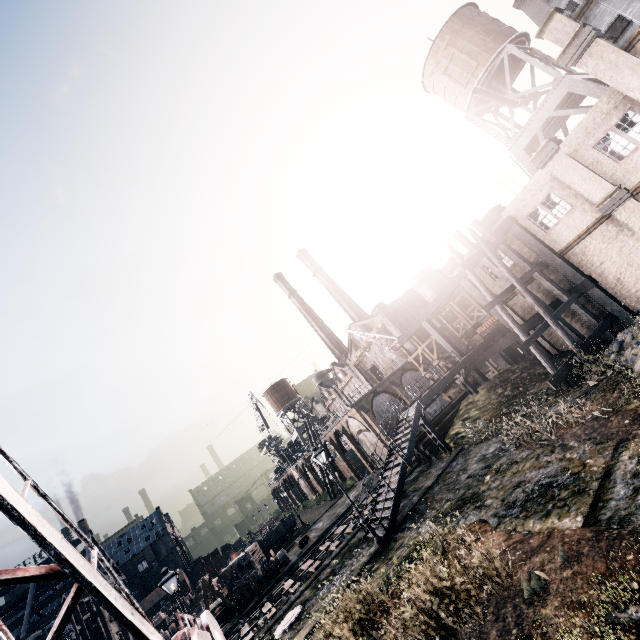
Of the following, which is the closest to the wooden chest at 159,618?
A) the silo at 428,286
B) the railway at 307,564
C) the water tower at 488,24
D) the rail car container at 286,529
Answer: the rail car container at 286,529

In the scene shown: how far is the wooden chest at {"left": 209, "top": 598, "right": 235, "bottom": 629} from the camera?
29.1m

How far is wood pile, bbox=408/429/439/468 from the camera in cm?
2367

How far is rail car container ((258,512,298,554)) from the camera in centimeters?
4270cm

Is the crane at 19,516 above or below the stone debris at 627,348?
above

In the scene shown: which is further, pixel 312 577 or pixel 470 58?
pixel 470 58

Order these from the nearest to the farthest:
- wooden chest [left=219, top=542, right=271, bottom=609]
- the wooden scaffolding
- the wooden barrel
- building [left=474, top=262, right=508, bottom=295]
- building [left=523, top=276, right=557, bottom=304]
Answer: building [left=523, top=276, right=557, bottom=304], building [left=474, top=262, right=508, bottom=295], wooden chest [left=219, top=542, right=271, bottom=609], the wooden barrel, the wooden scaffolding

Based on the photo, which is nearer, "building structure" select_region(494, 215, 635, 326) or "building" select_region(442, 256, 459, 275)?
"building structure" select_region(494, 215, 635, 326)
